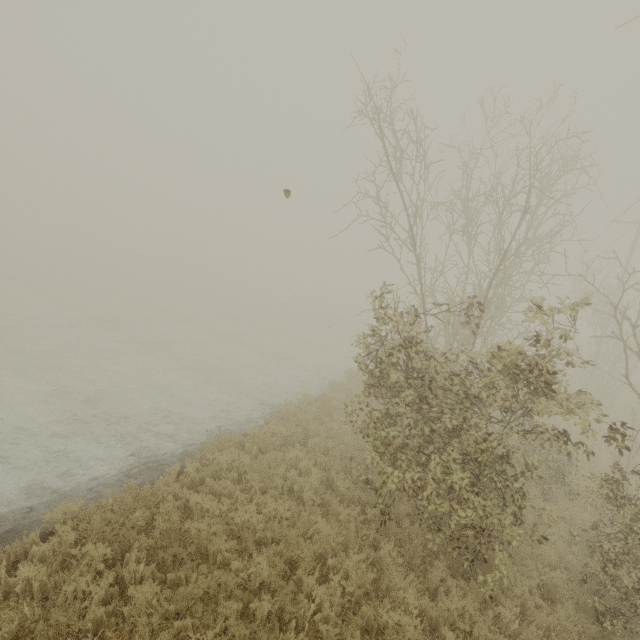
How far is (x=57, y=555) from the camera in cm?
553
